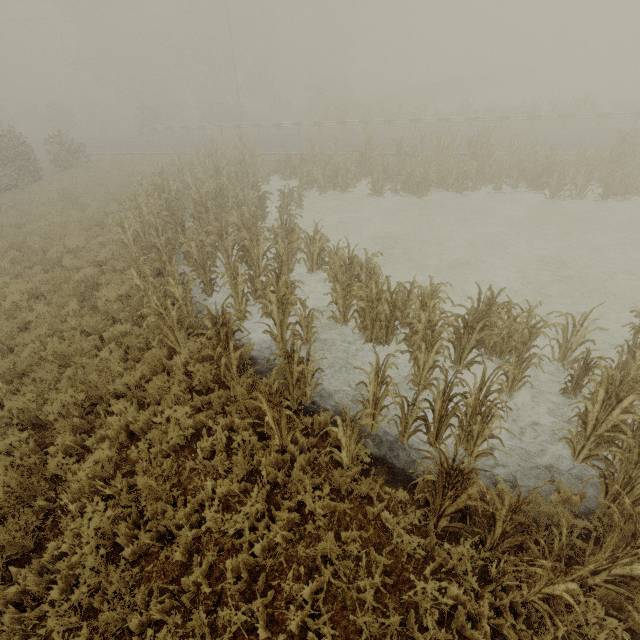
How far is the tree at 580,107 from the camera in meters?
22.6

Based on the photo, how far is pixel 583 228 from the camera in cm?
1229

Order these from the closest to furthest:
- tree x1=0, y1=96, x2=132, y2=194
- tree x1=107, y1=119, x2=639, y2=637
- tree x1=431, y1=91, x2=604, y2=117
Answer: tree x1=107, y1=119, x2=639, y2=637 < tree x1=0, y1=96, x2=132, y2=194 < tree x1=431, y1=91, x2=604, y2=117

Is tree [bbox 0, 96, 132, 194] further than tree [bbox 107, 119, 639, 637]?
Yes

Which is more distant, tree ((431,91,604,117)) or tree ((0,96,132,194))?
tree ((431,91,604,117))

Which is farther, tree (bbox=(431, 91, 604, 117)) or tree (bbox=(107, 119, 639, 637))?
tree (bbox=(431, 91, 604, 117))

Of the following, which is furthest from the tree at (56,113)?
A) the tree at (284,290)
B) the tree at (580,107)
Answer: the tree at (284,290)

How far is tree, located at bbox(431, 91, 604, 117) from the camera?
22.58m
